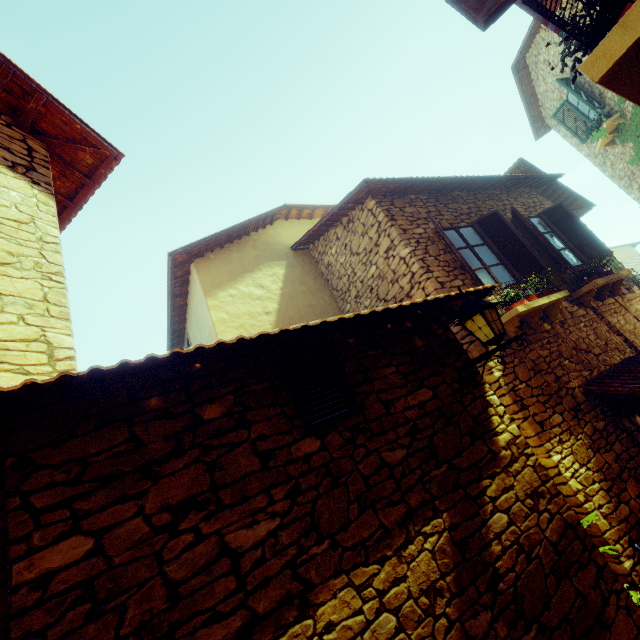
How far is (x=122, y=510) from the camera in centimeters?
196cm

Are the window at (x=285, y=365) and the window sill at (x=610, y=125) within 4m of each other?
no

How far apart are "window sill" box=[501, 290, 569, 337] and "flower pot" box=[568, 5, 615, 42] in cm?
331

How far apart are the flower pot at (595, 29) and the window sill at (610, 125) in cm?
1115

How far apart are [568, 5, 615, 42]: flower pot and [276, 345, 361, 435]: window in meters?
2.6

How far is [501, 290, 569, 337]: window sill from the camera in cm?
501

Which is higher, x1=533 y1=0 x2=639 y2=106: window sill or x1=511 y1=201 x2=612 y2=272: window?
x1=511 y1=201 x2=612 y2=272: window

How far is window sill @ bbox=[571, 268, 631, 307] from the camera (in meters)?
6.14
